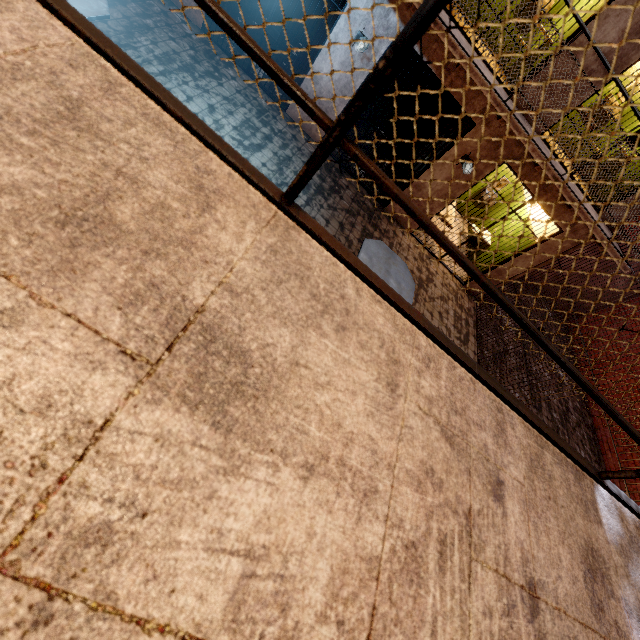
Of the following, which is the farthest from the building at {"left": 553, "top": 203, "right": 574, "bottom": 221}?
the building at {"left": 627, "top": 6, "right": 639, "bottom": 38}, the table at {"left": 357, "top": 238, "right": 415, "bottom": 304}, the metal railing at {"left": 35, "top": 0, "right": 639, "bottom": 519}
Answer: the table at {"left": 357, "top": 238, "right": 415, "bottom": 304}

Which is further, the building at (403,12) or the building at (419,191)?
the building at (419,191)

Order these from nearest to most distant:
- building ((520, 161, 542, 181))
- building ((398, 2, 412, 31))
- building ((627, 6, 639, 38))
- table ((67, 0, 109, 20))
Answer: table ((67, 0, 109, 20)) → building ((627, 6, 639, 38)) → building ((398, 2, 412, 31)) → building ((520, 161, 542, 181))

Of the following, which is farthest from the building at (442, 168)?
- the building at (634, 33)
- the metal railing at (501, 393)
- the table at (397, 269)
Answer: the table at (397, 269)

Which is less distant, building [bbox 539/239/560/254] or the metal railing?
the metal railing

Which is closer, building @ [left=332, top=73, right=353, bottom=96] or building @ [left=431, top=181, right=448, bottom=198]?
building @ [left=332, top=73, right=353, bottom=96]

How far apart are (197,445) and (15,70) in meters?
0.7

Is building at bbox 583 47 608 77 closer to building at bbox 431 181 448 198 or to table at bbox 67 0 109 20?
building at bbox 431 181 448 198
